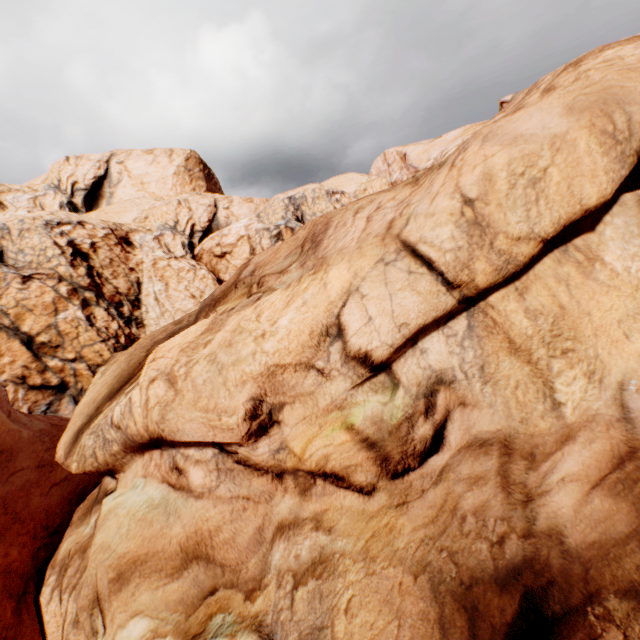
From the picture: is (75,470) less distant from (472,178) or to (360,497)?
(360,497)
